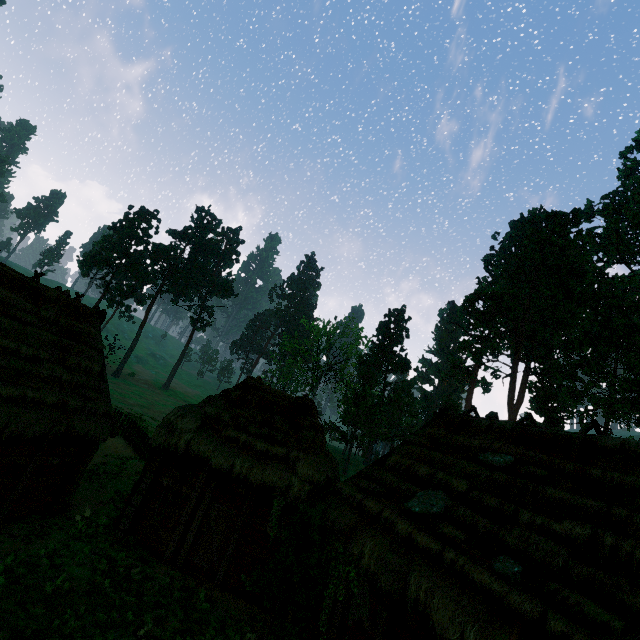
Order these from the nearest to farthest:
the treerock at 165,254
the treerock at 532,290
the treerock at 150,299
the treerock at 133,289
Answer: the treerock at 532,290 < the treerock at 133,289 < the treerock at 165,254 < the treerock at 150,299

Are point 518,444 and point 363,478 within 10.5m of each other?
yes

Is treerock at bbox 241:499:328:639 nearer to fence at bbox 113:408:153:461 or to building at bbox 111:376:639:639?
building at bbox 111:376:639:639

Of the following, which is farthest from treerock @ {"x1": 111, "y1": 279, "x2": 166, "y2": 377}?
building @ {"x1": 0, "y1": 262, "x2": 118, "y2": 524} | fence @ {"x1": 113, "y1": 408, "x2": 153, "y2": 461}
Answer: fence @ {"x1": 113, "y1": 408, "x2": 153, "y2": 461}

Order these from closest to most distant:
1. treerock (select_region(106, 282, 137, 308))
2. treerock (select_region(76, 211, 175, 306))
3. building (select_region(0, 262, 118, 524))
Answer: building (select_region(0, 262, 118, 524)) < treerock (select_region(106, 282, 137, 308)) < treerock (select_region(76, 211, 175, 306))

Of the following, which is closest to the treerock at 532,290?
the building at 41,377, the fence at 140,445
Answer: the building at 41,377

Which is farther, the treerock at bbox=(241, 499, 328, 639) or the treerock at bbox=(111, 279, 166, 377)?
the treerock at bbox=(111, 279, 166, 377)
